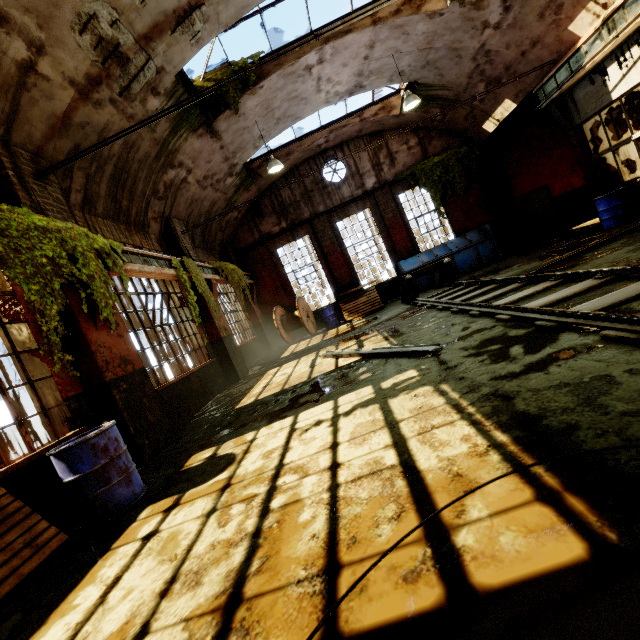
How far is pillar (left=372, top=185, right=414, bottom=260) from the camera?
14.9m

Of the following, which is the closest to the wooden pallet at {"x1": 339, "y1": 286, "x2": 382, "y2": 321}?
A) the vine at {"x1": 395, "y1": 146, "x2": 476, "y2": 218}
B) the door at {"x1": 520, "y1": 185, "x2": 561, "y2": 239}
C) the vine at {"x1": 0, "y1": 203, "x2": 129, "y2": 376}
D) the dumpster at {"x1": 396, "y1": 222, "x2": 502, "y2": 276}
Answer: the dumpster at {"x1": 396, "y1": 222, "x2": 502, "y2": 276}

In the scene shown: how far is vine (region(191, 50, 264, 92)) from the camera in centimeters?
875cm

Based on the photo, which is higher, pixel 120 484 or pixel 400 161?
pixel 400 161

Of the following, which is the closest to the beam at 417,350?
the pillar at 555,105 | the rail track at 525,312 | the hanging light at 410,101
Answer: the rail track at 525,312

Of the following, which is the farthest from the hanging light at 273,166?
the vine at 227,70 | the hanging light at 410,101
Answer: the hanging light at 410,101

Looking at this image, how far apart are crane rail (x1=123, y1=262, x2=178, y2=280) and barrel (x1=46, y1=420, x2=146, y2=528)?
2.71m

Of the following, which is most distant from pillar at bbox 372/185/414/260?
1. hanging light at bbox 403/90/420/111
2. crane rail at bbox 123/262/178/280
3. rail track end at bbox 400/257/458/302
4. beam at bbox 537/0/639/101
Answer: crane rail at bbox 123/262/178/280
